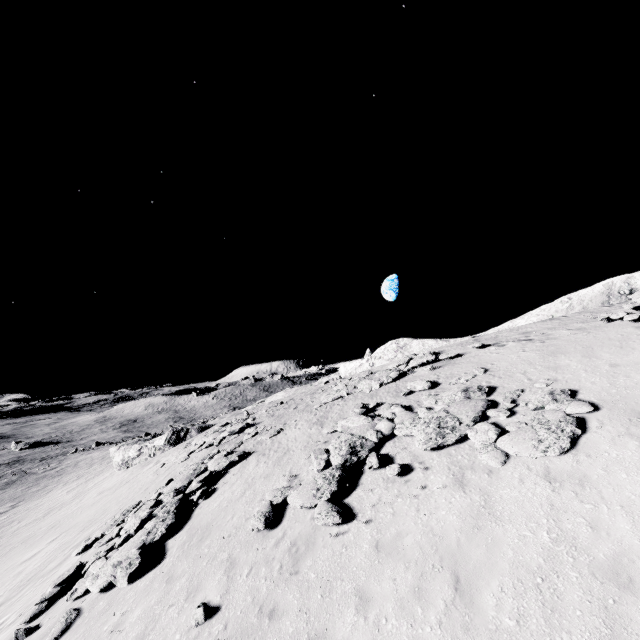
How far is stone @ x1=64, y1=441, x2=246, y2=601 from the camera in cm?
1018

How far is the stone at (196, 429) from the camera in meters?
30.9 m

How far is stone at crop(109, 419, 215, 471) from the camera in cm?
3094

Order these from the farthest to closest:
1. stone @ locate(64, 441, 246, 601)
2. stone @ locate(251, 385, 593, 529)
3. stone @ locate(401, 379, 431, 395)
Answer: stone @ locate(401, 379, 431, 395)
stone @ locate(64, 441, 246, 601)
stone @ locate(251, 385, 593, 529)

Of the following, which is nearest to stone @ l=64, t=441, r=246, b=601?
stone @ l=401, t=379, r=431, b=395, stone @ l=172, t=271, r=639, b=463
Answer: stone @ l=401, t=379, r=431, b=395

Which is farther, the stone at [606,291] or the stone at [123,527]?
the stone at [606,291]

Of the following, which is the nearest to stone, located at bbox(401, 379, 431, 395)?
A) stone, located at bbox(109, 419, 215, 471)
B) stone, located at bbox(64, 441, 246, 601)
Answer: stone, located at bbox(64, 441, 246, 601)

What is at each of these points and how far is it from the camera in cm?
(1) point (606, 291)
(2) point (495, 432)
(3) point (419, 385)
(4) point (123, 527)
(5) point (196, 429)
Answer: (1) stone, 1994
(2) stone, 932
(3) stone, 1439
(4) stone, 1405
(5) stone, 3161
